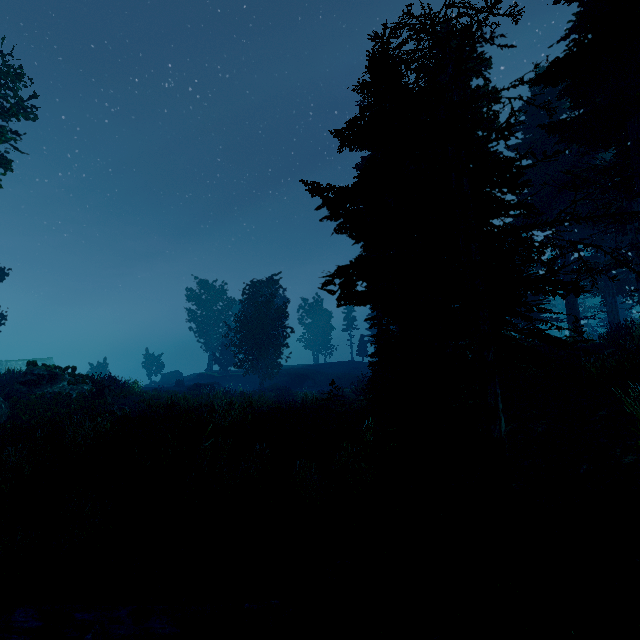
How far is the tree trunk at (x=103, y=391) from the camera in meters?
19.1

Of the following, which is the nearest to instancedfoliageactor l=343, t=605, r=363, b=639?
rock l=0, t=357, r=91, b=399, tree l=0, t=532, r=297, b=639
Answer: rock l=0, t=357, r=91, b=399

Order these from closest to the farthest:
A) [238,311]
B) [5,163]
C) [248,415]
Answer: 1. [248,415]
2. [5,163]
3. [238,311]

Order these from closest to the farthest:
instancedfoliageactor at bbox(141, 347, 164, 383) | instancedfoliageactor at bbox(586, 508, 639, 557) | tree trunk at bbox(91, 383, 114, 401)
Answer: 1. instancedfoliageactor at bbox(586, 508, 639, 557)
2. tree trunk at bbox(91, 383, 114, 401)
3. instancedfoliageactor at bbox(141, 347, 164, 383)

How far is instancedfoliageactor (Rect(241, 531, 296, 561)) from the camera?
6.2 meters

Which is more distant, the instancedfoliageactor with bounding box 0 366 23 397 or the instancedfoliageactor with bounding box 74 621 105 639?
the instancedfoliageactor with bounding box 0 366 23 397

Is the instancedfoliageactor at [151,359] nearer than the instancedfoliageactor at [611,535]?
No
